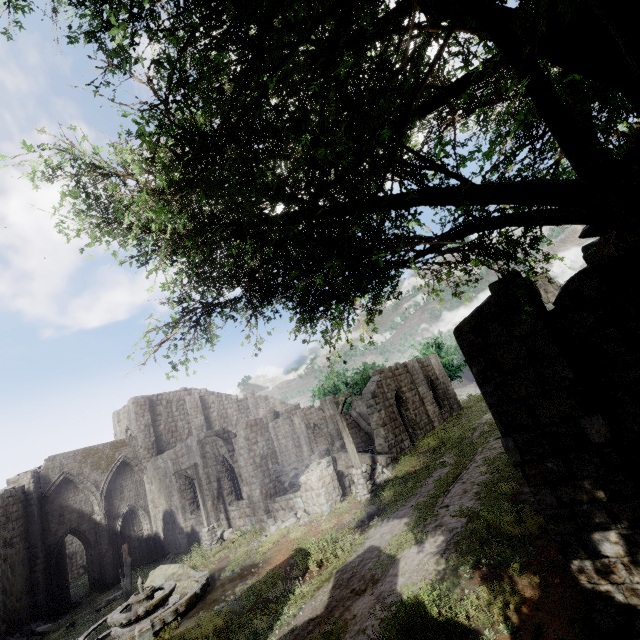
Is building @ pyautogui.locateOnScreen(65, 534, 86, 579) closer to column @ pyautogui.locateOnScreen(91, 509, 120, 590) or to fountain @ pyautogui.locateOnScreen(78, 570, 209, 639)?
column @ pyautogui.locateOnScreen(91, 509, 120, 590)

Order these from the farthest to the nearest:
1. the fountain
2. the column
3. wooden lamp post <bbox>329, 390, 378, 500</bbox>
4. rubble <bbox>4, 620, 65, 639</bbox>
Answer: the column < rubble <bbox>4, 620, 65, 639</bbox> < wooden lamp post <bbox>329, 390, 378, 500</bbox> < the fountain

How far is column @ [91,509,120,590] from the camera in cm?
2286

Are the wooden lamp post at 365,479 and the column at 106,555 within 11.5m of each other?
no

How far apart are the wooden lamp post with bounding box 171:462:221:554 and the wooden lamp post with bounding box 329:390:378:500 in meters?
8.4

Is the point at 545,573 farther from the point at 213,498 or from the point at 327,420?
the point at 327,420

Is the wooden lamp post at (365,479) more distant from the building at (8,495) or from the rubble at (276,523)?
the rubble at (276,523)

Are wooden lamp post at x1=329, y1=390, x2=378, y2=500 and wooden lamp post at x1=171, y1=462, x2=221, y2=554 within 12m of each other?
yes
